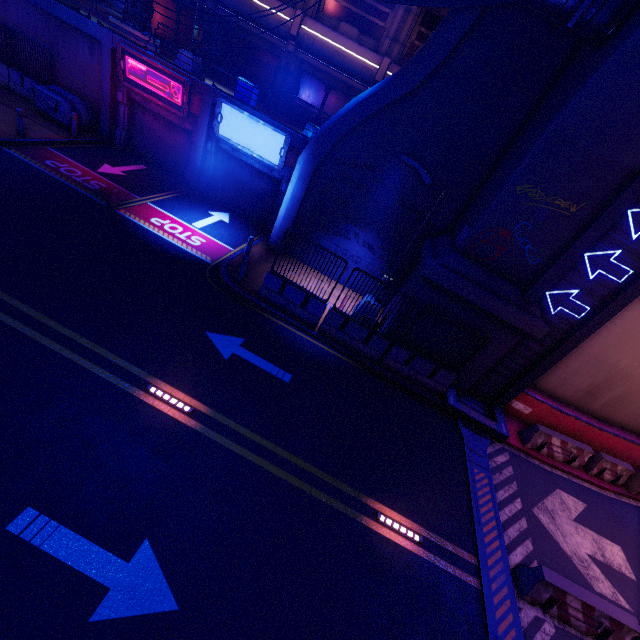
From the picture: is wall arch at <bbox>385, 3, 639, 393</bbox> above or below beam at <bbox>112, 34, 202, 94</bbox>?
below

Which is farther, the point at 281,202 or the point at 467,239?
the point at 281,202

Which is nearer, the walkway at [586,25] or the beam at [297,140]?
the walkway at [586,25]

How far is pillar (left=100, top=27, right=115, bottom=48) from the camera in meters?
14.4 m

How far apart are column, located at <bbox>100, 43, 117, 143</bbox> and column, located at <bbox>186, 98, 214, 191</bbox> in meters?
4.7 m

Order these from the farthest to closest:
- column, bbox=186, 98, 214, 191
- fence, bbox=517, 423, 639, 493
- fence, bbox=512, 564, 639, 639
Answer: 1. column, bbox=186, 98, 214, 191
2. fence, bbox=517, 423, 639, 493
3. fence, bbox=512, 564, 639, 639

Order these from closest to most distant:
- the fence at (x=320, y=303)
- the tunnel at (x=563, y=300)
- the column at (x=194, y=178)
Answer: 1. the tunnel at (x=563, y=300)
2. the fence at (x=320, y=303)
3. the column at (x=194, y=178)

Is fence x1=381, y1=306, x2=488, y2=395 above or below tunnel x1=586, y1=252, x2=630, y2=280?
below
